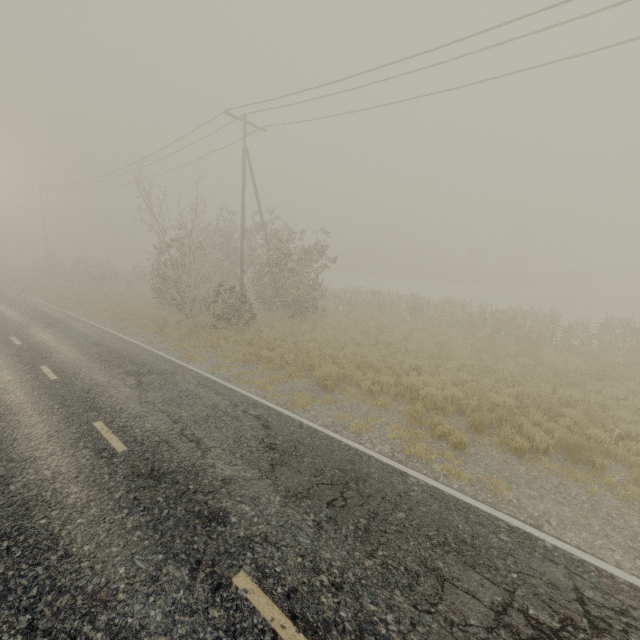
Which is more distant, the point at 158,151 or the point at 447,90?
the point at 158,151
